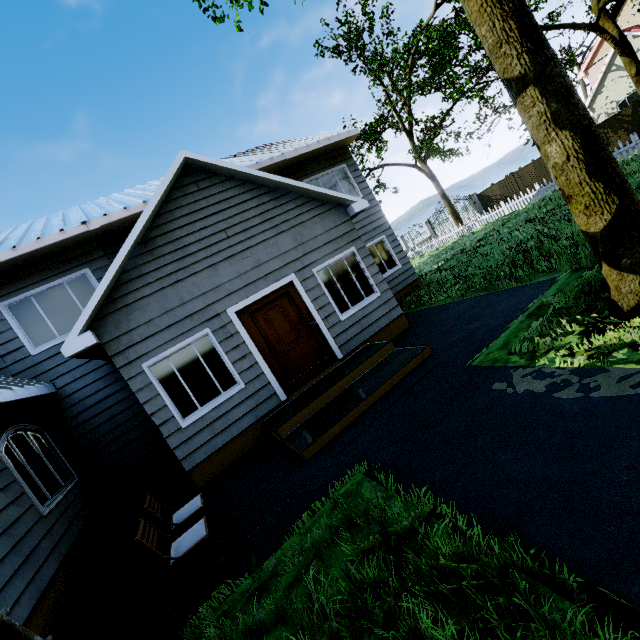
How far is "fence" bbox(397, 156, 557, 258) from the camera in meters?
18.1

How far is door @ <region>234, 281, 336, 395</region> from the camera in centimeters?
681cm

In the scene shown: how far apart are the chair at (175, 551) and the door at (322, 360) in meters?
3.1

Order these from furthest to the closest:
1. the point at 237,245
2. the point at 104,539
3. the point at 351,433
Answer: the point at 237,245 < the point at 104,539 < the point at 351,433

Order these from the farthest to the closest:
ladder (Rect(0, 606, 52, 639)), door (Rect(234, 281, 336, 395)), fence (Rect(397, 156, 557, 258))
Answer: fence (Rect(397, 156, 557, 258))
door (Rect(234, 281, 336, 395))
ladder (Rect(0, 606, 52, 639))

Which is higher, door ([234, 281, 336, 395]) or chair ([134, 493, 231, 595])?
door ([234, 281, 336, 395])

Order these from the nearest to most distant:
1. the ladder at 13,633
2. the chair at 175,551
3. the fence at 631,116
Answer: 1. the ladder at 13,633
2. the chair at 175,551
3. the fence at 631,116

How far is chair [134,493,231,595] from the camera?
3.4 meters
